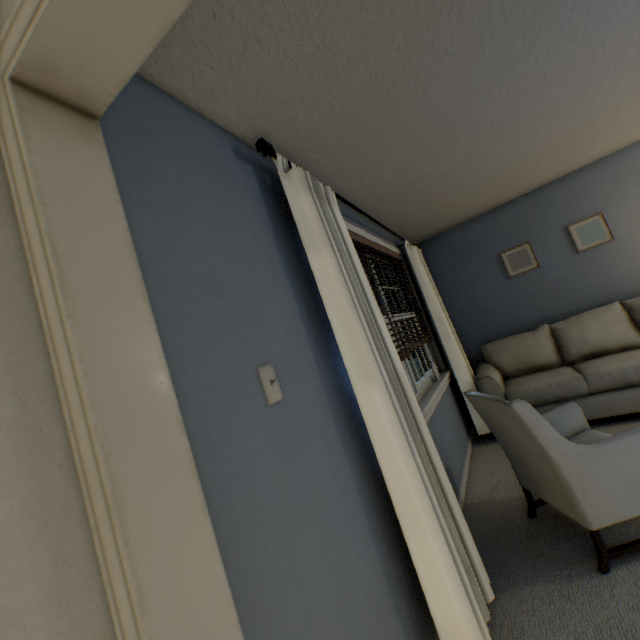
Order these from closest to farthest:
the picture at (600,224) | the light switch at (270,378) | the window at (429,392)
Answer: the light switch at (270,378), the window at (429,392), the picture at (600,224)

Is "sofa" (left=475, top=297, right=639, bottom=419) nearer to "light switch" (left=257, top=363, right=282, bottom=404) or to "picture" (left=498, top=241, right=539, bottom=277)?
"picture" (left=498, top=241, right=539, bottom=277)

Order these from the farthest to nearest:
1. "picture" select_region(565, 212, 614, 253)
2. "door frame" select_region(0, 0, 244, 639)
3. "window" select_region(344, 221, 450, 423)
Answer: "picture" select_region(565, 212, 614, 253) < "window" select_region(344, 221, 450, 423) < "door frame" select_region(0, 0, 244, 639)

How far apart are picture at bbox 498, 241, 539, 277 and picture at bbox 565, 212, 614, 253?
0.4m

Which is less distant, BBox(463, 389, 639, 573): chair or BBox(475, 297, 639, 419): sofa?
BBox(463, 389, 639, 573): chair

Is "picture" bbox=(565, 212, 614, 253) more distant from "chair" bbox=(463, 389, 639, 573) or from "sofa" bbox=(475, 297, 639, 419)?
"chair" bbox=(463, 389, 639, 573)

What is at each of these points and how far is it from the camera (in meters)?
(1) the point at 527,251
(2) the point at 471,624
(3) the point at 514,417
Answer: (1) picture, 3.95
(2) blinds, 1.23
(3) chair, 1.68

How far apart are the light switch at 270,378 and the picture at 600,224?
4.2 meters
